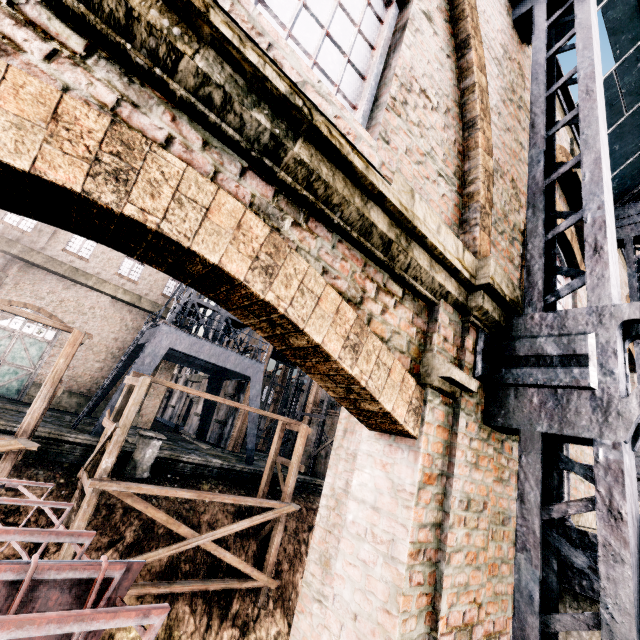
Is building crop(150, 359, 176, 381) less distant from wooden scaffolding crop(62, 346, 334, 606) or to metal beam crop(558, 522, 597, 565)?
metal beam crop(558, 522, 597, 565)

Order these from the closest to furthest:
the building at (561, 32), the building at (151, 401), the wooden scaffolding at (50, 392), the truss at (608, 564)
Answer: the truss at (608, 564) < the building at (561, 32) < the wooden scaffolding at (50, 392) < the building at (151, 401)

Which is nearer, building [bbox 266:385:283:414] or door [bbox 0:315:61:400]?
door [bbox 0:315:61:400]

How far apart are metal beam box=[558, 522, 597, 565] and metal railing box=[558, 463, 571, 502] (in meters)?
0.20

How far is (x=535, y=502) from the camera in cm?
226

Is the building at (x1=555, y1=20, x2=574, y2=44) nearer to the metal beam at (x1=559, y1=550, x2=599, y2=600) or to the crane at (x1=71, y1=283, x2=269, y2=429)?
the metal beam at (x1=559, y1=550, x2=599, y2=600)

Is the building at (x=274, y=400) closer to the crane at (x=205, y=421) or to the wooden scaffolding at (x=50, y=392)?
the crane at (x=205, y=421)
